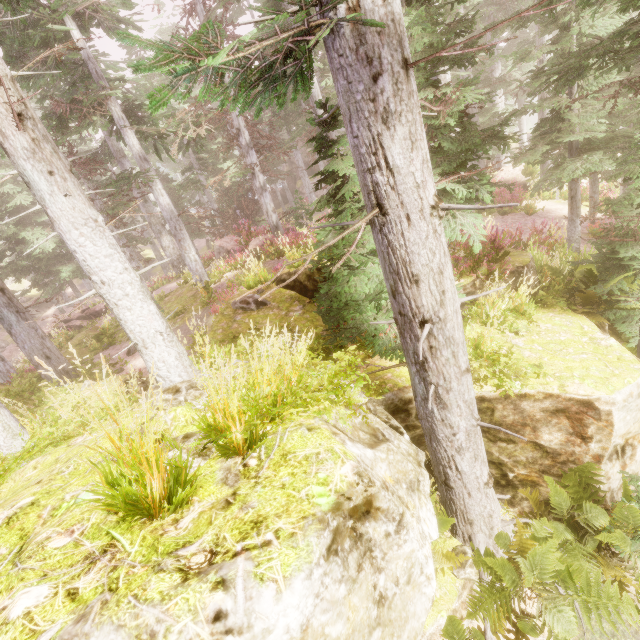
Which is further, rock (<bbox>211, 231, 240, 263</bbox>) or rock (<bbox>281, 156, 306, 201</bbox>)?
rock (<bbox>281, 156, 306, 201</bbox>)

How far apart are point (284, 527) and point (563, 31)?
12.0 meters

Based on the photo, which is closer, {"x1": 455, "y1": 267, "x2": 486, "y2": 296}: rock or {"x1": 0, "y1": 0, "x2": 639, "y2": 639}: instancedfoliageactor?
{"x1": 0, "y1": 0, "x2": 639, "y2": 639}: instancedfoliageactor

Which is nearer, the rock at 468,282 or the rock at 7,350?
the rock at 468,282

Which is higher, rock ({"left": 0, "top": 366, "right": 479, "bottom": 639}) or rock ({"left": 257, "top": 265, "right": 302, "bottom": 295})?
rock ({"left": 257, "top": 265, "right": 302, "bottom": 295})

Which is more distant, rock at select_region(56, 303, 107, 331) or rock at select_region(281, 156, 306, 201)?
rock at select_region(281, 156, 306, 201)

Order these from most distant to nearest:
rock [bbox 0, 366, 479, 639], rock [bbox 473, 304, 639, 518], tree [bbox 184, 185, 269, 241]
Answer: tree [bbox 184, 185, 269, 241] < rock [bbox 473, 304, 639, 518] < rock [bbox 0, 366, 479, 639]

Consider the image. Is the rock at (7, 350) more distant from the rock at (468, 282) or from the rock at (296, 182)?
the rock at (296, 182)
